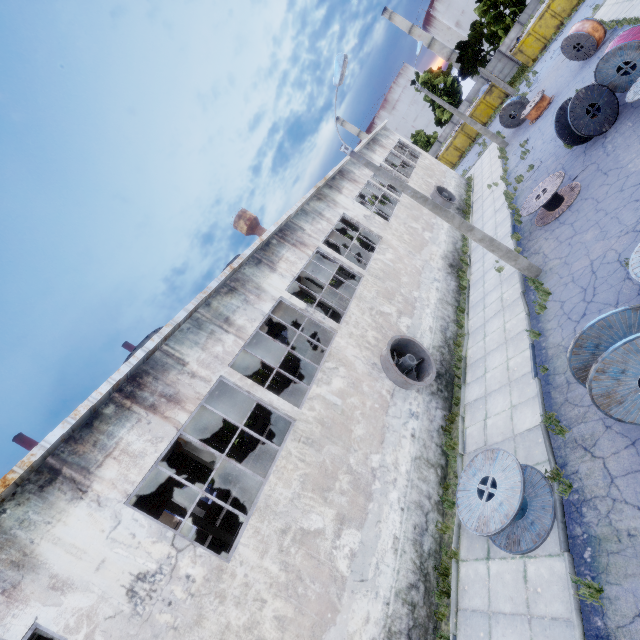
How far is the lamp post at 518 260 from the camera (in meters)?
10.60

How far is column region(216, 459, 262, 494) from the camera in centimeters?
1076cm

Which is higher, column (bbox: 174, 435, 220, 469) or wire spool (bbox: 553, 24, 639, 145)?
column (bbox: 174, 435, 220, 469)

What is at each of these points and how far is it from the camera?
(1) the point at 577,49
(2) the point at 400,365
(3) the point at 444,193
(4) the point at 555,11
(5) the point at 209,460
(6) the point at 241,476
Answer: (1) wire spool, 20.5m
(2) fan, 12.5m
(3) fan, 24.8m
(4) garbage container, 31.9m
(5) column, 10.7m
(6) column, 10.8m

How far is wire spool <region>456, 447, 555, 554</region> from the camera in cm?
692

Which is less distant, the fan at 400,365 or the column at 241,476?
the column at 241,476

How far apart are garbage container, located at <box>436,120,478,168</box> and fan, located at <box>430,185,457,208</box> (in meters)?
Answer: 21.67

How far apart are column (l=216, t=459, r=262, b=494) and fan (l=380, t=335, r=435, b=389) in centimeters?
487cm
